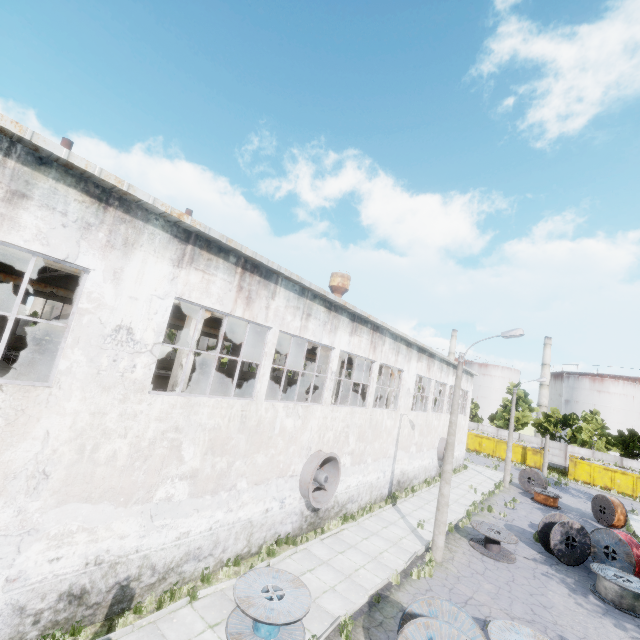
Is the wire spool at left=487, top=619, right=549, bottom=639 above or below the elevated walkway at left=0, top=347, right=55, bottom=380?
below

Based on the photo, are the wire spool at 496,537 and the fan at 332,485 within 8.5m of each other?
yes

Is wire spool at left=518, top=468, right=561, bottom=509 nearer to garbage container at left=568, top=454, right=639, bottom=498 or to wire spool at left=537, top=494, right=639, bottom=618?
wire spool at left=537, top=494, right=639, bottom=618

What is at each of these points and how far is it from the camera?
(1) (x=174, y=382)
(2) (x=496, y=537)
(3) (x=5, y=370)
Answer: (1) column, 11.86m
(2) wire spool, 15.06m
(3) elevated walkway, 12.61m

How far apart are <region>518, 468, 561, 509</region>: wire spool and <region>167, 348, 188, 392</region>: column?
28.5m

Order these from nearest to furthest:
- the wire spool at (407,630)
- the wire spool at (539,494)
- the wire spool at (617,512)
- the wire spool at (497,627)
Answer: the wire spool at (407,630), the wire spool at (497,627), the wire spool at (617,512), the wire spool at (539,494)

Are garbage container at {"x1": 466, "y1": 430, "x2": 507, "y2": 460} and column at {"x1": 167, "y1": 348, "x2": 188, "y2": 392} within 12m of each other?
no

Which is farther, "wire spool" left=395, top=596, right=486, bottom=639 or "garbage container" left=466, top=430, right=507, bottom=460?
"garbage container" left=466, top=430, right=507, bottom=460
